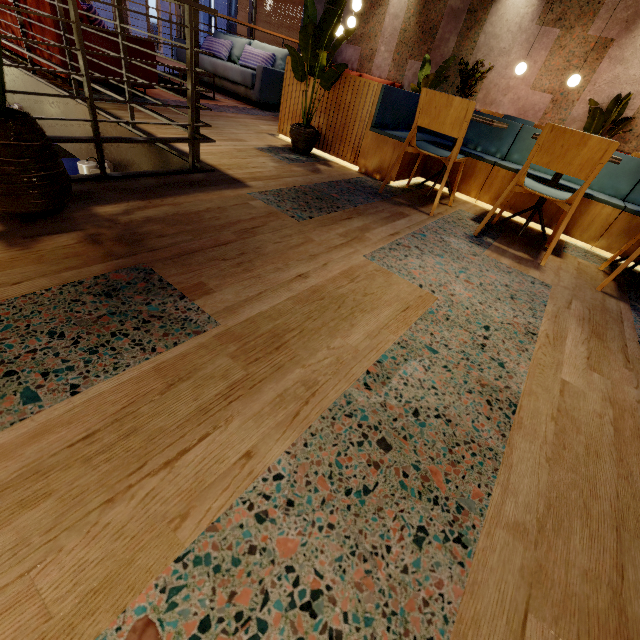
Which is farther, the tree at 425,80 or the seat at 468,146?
the tree at 425,80

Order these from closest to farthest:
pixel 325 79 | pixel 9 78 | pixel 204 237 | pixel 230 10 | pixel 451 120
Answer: pixel 204 237 < pixel 451 120 < pixel 325 79 < pixel 9 78 < pixel 230 10

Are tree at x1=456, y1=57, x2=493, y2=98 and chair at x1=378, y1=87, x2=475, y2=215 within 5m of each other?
no

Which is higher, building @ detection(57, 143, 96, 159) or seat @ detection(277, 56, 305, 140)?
seat @ detection(277, 56, 305, 140)

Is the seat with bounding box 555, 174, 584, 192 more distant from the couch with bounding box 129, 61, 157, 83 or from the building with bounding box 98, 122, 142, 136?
the couch with bounding box 129, 61, 157, 83

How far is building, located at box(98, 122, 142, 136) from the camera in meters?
2.8

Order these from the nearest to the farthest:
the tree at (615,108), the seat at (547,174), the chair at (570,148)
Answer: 1. the chair at (570,148)
2. the seat at (547,174)
3. the tree at (615,108)

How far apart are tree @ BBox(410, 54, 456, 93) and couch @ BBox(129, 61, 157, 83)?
3.6 meters
